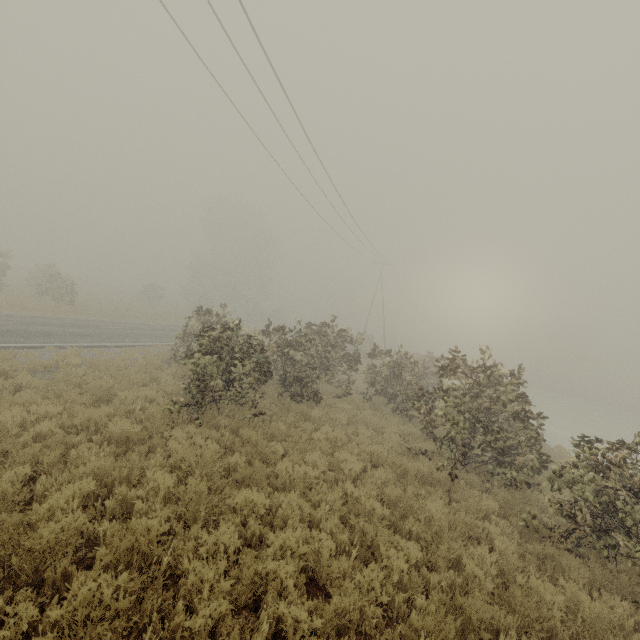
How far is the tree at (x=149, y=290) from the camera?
39.8m

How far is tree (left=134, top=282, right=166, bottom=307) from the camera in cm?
3984

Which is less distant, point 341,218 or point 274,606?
point 274,606
